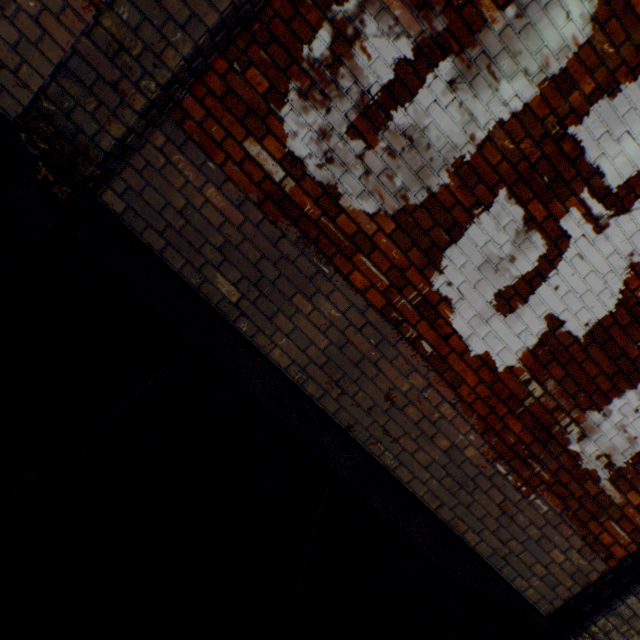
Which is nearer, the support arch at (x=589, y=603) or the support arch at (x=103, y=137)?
the support arch at (x=103, y=137)

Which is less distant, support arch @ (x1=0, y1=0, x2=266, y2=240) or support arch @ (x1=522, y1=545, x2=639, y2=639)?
support arch @ (x1=0, y1=0, x2=266, y2=240)

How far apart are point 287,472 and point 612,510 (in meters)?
2.56
